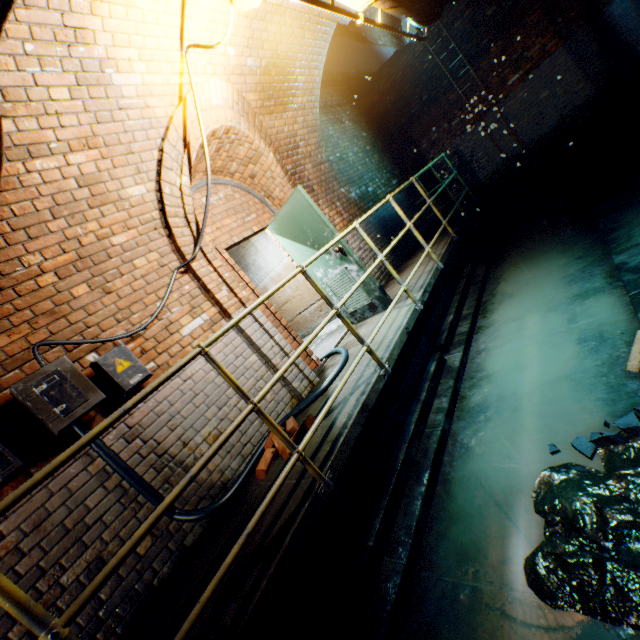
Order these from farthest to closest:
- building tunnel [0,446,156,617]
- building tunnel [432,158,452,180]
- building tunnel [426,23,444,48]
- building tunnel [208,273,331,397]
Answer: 1. building tunnel [432,158,452,180]
2. building tunnel [426,23,444,48]
3. building tunnel [208,273,331,397]
4. building tunnel [0,446,156,617]

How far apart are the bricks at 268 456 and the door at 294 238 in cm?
210

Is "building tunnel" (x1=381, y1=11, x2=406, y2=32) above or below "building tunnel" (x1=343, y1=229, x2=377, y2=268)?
above

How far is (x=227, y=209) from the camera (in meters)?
4.71

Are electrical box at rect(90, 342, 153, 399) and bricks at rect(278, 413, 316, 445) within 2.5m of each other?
yes

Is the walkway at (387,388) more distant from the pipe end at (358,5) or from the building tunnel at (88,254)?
the pipe end at (358,5)

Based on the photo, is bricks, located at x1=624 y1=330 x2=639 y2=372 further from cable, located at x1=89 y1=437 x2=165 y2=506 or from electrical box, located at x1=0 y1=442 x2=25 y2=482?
electrical box, located at x1=0 y1=442 x2=25 y2=482

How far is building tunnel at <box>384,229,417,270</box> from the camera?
6.9m
